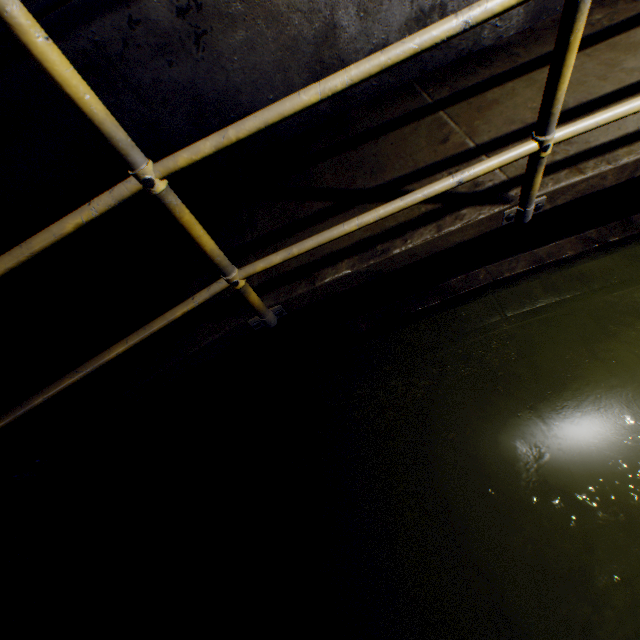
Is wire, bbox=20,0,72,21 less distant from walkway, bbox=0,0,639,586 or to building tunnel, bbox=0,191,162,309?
building tunnel, bbox=0,191,162,309

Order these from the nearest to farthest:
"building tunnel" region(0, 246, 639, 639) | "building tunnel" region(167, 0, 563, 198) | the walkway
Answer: the walkway → "building tunnel" region(0, 246, 639, 639) → "building tunnel" region(167, 0, 563, 198)

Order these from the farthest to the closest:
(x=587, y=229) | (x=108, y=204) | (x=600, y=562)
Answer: (x=587, y=229)
(x=600, y=562)
(x=108, y=204)

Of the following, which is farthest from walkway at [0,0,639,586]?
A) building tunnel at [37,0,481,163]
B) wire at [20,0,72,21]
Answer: wire at [20,0,72,21]

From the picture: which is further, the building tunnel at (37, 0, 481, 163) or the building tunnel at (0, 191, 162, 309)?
the building tunnel at (0, 191, 162, 309)

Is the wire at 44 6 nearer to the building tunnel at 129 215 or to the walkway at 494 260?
the building tunnel at 129 215
